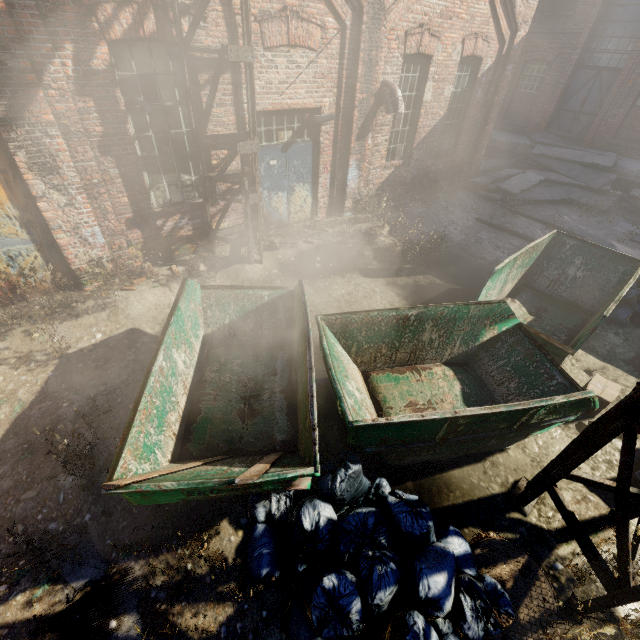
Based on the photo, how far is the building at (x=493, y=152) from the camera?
15.7 meters

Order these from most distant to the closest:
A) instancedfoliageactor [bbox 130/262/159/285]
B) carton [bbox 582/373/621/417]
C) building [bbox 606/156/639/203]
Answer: building [bbox 606/156/639/203] < instancedfoliageactor [bbox 130/262/159/285] < carton [bbox 582/373/621/417]

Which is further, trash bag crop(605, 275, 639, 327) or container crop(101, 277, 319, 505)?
trash bag crop(605, 275, 639, 327)

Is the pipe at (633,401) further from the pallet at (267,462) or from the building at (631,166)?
the building at (631,166)

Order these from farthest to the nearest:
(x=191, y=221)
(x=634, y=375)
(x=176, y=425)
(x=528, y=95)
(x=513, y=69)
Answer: (x=528, y=95) → (x=513, y=69) → (x=191, y=221) → (x=634, y=375) → (x=176, y=425)

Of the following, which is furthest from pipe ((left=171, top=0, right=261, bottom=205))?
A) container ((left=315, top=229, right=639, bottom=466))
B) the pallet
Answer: the pallet

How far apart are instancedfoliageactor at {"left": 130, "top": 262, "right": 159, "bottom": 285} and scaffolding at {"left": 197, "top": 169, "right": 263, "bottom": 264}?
1.5m

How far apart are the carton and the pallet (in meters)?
4.82
